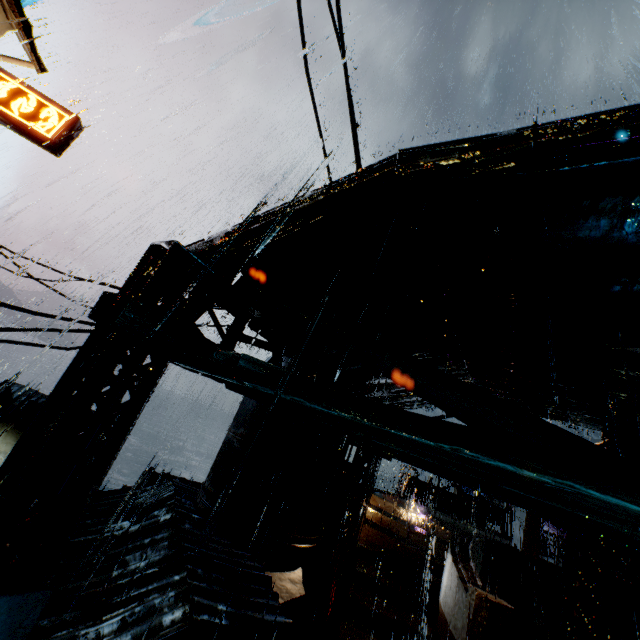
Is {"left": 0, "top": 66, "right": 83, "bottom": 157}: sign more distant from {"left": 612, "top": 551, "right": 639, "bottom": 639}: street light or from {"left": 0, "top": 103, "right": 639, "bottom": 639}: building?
{"left": 612, "top": 551, "right": 639, "bottom": 639}: street light

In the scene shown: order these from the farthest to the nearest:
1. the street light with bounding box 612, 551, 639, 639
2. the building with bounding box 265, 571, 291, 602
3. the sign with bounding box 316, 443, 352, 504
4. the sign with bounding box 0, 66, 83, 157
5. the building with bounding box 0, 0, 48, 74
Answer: the sign with bounding box 0, 66, 83, 157, the building with bounding box 0, 0, 48, 74, the sign with bounding box 316, 443, 352, 504, the building with bounding box 265, 571, 291, 602, the street light with bounding box 612, 551, 639, 639

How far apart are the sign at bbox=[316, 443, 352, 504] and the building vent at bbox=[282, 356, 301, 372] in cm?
1

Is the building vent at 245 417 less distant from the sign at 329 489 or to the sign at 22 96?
the sign at 329 489

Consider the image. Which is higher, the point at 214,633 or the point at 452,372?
the point at 452,372

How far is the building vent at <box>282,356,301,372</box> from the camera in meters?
11.2

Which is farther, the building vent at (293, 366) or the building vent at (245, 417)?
the building vent at (293, 366)

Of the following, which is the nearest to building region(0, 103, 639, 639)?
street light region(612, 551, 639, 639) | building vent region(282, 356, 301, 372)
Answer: building vent region(282, 356, 301, 372)
